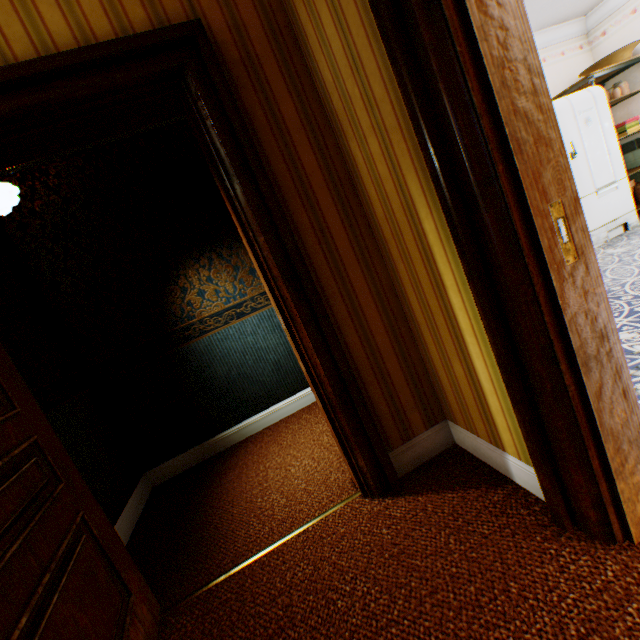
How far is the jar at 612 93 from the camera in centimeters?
482cm

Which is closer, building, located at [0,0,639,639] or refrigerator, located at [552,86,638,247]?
building, located at [0,0,639,639]

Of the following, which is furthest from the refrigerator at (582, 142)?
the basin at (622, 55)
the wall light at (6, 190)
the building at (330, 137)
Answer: the wall light at (6, 190)

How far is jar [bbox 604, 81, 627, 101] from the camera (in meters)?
4.82

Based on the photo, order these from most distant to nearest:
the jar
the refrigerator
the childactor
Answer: the jar
the refrigerator
the childactor

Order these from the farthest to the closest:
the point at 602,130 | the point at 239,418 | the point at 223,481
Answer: the point at 602,130
the point at 239,418
the point at 223,481

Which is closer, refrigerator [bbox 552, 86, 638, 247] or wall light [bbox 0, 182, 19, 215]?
wall light [bbox 0, 182, 19, 215]

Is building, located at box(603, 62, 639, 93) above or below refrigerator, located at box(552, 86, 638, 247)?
above
